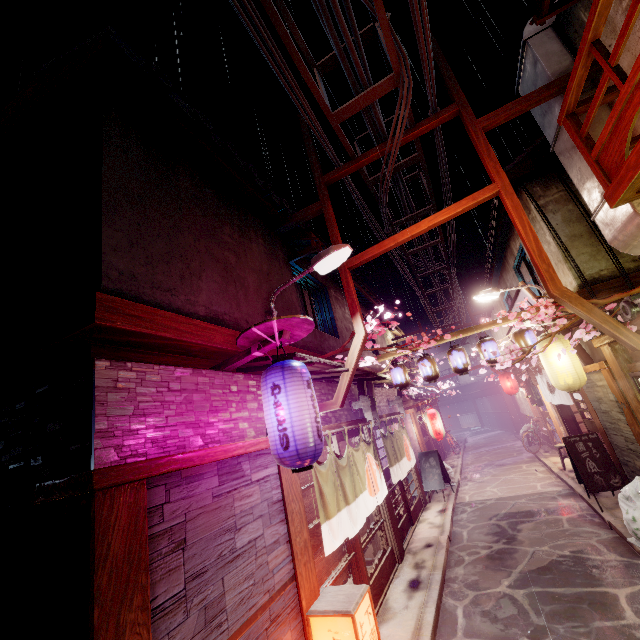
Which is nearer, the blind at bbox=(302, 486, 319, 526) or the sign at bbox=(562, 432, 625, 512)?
the blind at bbox=(302, 486, 319, 526)

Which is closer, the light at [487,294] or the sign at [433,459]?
the light at [487,294]

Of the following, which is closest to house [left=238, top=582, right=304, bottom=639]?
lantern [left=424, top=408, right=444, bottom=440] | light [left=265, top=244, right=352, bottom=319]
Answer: light [left=265, top=244, right=352, bottom=319]

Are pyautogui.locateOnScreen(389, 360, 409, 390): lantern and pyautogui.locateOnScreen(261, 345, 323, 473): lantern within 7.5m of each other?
no

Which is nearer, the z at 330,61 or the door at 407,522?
the z at 330,61

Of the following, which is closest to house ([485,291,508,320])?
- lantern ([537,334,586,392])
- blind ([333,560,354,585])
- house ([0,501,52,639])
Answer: lantern ([537,334,586,392])

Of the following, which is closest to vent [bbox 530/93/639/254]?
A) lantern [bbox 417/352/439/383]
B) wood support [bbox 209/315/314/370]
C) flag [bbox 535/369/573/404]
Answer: flag [bbox 535/369/573/404]

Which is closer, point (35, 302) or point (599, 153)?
point (35, 302)
